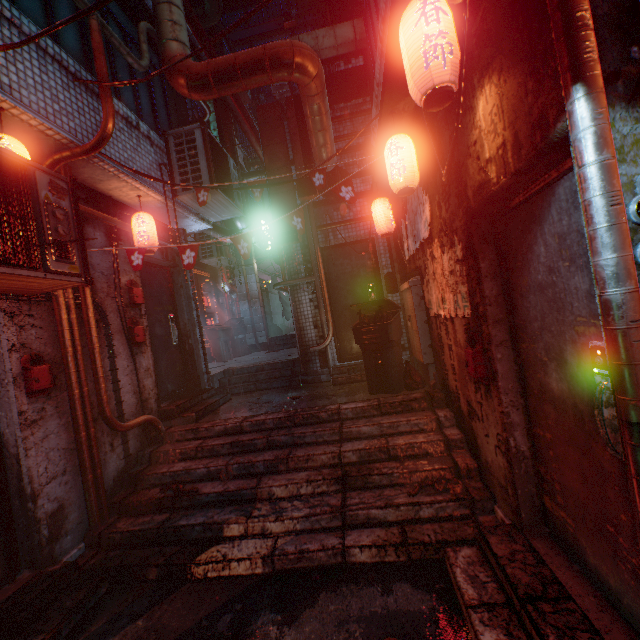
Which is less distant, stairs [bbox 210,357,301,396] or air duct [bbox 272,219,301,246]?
air duct [bbox 272,219,301,246]

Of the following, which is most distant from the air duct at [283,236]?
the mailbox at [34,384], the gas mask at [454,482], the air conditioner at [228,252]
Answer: the gas mask at [454,482]

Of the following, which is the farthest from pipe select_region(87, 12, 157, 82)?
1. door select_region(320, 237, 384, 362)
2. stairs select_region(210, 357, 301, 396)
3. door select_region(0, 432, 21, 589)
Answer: door select_region(320, 237, 384, 362)

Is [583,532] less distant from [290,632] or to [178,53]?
[290,632]

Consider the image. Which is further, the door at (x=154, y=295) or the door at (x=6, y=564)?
the door at (x=154, y=295)

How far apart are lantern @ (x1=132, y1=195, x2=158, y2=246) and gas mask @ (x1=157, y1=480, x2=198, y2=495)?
2.7m

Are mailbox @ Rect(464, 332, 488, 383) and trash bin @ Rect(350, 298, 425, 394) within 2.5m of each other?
yes

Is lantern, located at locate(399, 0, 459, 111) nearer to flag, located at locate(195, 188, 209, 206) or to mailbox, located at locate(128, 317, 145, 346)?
flag, located at locate(195, 188, 209, 206)
